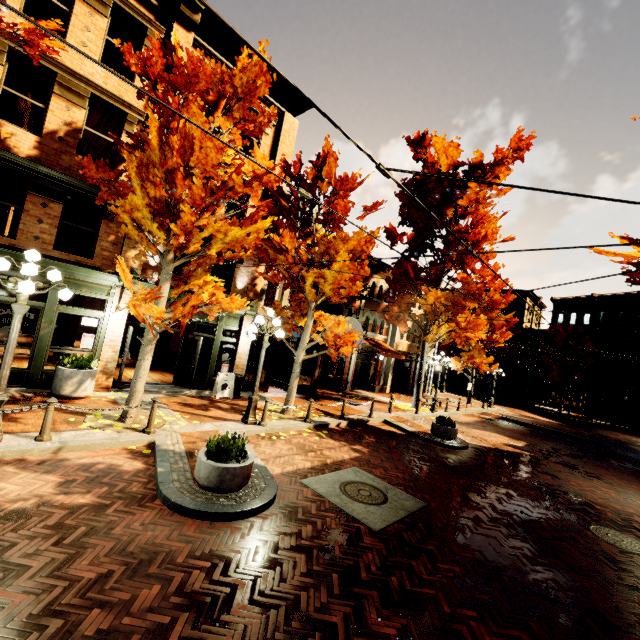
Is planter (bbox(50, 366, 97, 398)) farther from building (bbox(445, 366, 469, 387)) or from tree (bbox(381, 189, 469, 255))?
tree (bbox(381, 189, 469, 255))

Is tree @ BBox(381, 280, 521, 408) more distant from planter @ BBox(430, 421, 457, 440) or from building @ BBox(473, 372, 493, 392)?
planter @ BBox(430, 421, 457, 440)

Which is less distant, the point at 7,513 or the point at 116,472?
the point at 7,513

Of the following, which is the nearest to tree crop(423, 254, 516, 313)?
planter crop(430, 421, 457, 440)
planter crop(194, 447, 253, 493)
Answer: planter crop(194, 447, 253, 493)

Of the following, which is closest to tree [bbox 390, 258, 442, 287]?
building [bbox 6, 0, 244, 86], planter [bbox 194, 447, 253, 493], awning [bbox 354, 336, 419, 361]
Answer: building [bbox 6, 0, 244, 86]

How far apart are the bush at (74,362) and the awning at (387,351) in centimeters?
1566cm

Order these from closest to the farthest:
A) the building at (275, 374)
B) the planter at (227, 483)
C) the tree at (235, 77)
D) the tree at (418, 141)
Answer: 1. the planter at (227, 483)
2. the tree at (235, 77)
3. the building at (275, 374)
4. the tree at (418, 141)

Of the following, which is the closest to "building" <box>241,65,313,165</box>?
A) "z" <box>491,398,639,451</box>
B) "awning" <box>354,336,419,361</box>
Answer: "awning" <box>354,336,419,361</box>
